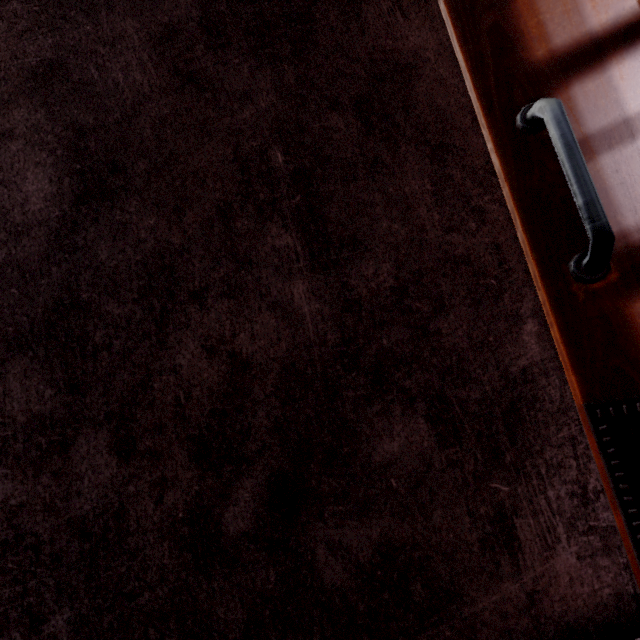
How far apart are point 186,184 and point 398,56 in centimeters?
75cm
